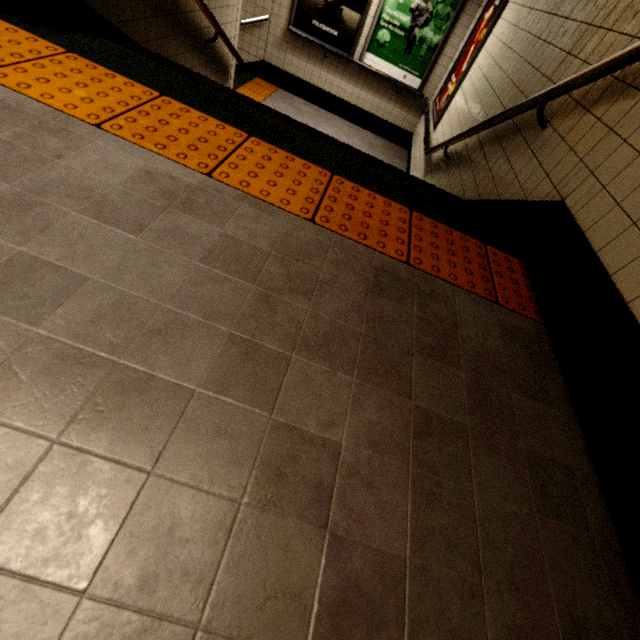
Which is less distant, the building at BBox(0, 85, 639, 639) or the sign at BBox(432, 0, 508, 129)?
the building at BBox(0, 85, 639, 639)

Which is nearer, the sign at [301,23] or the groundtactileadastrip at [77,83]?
the groundtactileadastrip at [77,83]

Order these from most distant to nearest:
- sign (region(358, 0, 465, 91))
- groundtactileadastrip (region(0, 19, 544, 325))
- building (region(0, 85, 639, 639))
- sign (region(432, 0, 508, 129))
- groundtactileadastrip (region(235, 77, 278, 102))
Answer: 1. groundtactileadastrip (region(235, 77, 278, 102))
2. sign (region(358, 0, 465, 91))
3. sign (region(432, 0, 508, 129))
4. groundtactileadastrip (region(0, 19, 544, 325))
5. building (region(0, 85, 639, 639))

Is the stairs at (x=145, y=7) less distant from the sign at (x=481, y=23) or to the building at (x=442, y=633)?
the building at (x=442, y=633)

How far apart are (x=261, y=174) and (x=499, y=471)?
1.4 meters

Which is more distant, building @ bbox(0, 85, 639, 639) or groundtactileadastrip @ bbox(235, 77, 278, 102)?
groundtactileadastrip @ bbox(235, 77, 278, 102)

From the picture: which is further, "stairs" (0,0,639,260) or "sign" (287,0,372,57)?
"sign" (287,0,372,57)

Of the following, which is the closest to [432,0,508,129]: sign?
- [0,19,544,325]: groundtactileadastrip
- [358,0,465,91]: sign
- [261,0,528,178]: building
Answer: [261,0,528,178]: building
